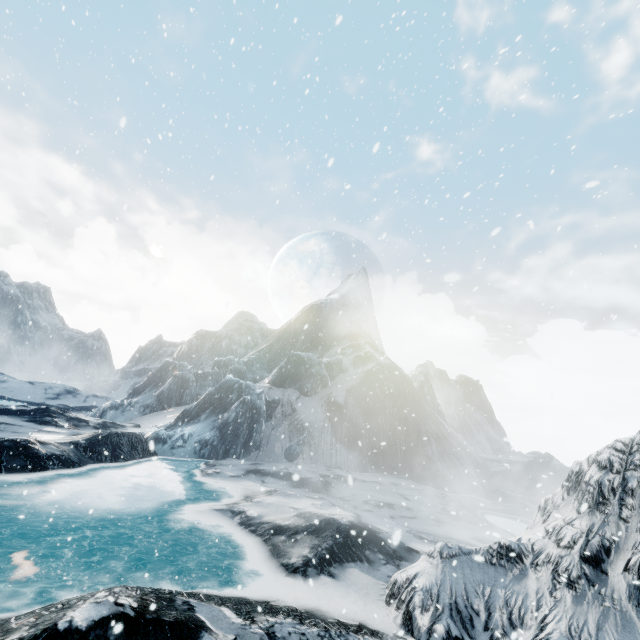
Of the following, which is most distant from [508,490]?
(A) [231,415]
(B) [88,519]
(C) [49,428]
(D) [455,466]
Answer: (C) [49,428]
